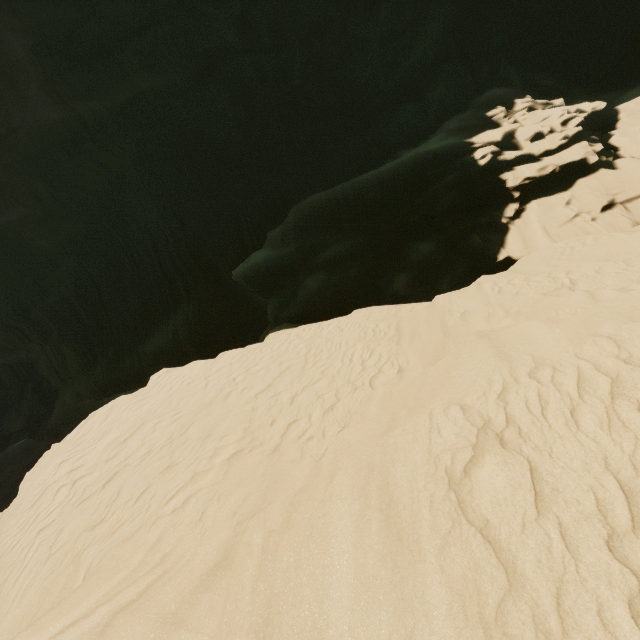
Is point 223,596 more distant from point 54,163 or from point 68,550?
point 54,163
